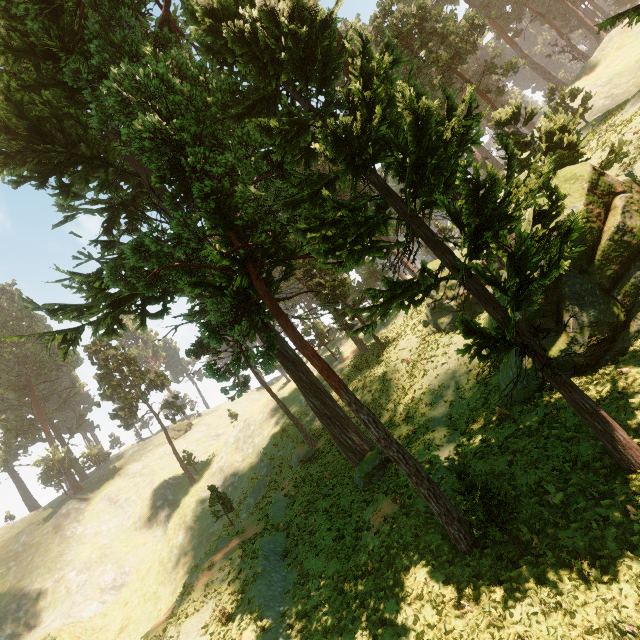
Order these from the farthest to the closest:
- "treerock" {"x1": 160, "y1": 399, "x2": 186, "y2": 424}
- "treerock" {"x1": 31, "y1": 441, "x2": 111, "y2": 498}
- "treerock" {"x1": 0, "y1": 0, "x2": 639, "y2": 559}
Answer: "treerock" {"x1": 31, "y1": 441, "x2": 111, "y2": 498} → "treerock" {"x1": 160, "y1": 399, "x2": 186, "y2": 424} → "treerock" {"x1": 0, "y1": 0, "x2": 639, "y2": 559}

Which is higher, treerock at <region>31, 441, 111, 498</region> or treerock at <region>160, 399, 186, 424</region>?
treerock at <region>31, 441, 111, 498</region>

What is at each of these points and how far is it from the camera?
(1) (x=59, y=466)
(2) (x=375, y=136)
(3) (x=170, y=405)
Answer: (1) treerock, 55.5 meters
(2) treerock, 8.9 meters
(3) treerock, 45.8 meters

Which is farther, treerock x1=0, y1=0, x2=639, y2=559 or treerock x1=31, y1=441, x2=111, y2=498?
treerock x1=31, y1=441, x2=111, y2=498

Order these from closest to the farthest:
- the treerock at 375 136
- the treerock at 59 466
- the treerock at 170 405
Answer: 1. the treerock at 375 136
2. the treerock at 170 405
3. the treerock at 59 466

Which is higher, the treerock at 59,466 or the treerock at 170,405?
the treerock at 59,466
